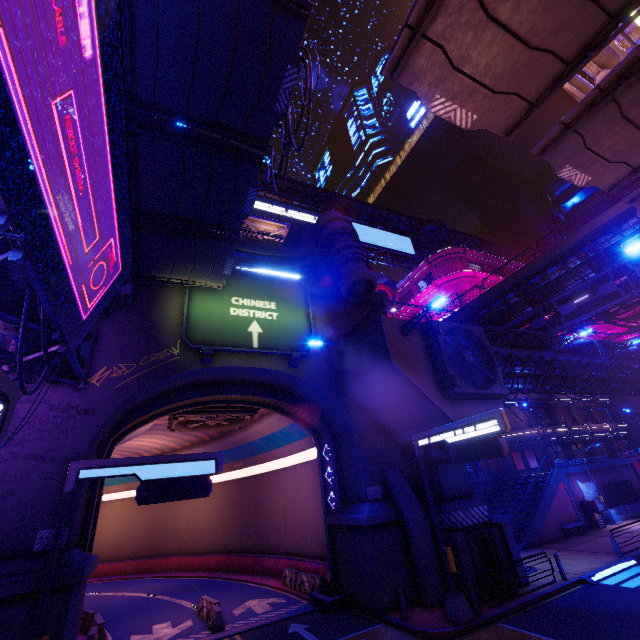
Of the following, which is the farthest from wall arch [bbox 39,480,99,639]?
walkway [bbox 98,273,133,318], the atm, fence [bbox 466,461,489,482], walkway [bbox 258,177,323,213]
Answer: walkway [bbox 258,177,323,213]

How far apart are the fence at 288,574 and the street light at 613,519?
24.9 meters

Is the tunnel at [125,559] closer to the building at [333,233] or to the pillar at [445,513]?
the pillar at [445,513]

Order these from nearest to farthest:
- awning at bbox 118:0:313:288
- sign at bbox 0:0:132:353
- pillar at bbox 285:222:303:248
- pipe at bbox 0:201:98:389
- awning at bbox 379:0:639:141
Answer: sign at bbox 0:0:132:353, awning at bbox 379:0:639:141, pipe at bbox 0:201:98:389, awning at bbox 118:0:313:288, pillar at bbox 285:222:303:248

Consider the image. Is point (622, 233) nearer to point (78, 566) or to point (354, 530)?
point (354, 530)

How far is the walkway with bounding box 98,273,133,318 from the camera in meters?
15.0

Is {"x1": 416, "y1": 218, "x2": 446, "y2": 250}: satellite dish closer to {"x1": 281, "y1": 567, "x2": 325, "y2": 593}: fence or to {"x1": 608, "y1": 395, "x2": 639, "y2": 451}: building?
{"x1": 608, "y1": 395, "x2": 639, "y2": 451}: building

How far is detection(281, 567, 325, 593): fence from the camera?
19.2 meters
